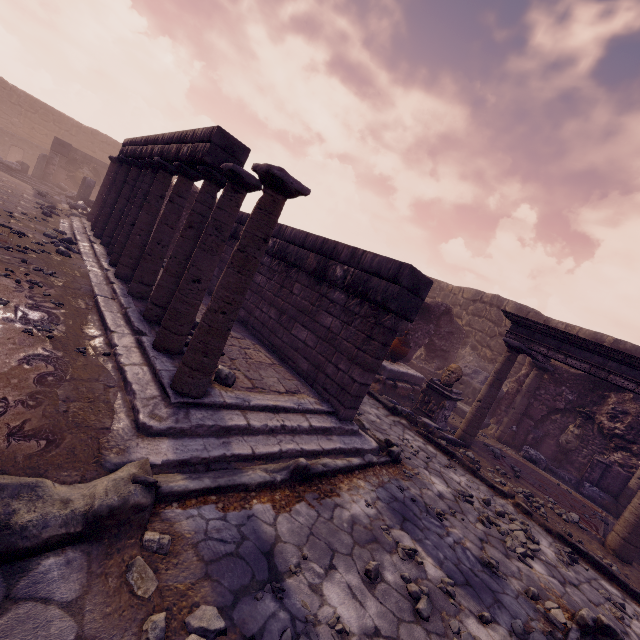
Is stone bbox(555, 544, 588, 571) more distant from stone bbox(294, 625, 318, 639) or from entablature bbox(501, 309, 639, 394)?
stone bbox(294, 625, 318, 639)

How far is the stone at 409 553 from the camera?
3.3 meters

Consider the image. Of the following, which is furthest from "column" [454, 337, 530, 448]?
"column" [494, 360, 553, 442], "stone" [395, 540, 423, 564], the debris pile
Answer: "stone" [395, 540, 423, 564]

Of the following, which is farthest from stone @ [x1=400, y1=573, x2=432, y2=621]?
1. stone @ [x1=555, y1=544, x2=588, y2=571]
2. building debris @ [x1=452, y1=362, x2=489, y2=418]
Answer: building debris @ [x1=452, y1=362, x2=489, y2=418]

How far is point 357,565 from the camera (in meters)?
2.97

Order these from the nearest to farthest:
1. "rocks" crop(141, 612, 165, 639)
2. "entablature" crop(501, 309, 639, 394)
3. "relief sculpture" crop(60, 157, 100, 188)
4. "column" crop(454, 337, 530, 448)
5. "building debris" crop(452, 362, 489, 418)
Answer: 1. "rocks" crop(141, 612, 165, 639)
2. "entablature" crop(501, 309, 639, 394)
3. "column" crop(454, 337, 530, 448)
4. "building debris" crop(452, 362, 489, 418)
5. "relief sculpture" crop(60, 157, 100, 188)

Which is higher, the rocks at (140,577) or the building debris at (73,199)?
the building debris at (73,199)

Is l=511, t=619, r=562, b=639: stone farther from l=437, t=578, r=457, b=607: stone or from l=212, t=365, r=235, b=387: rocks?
l=212, t=365, r=235, b=387: rocks
